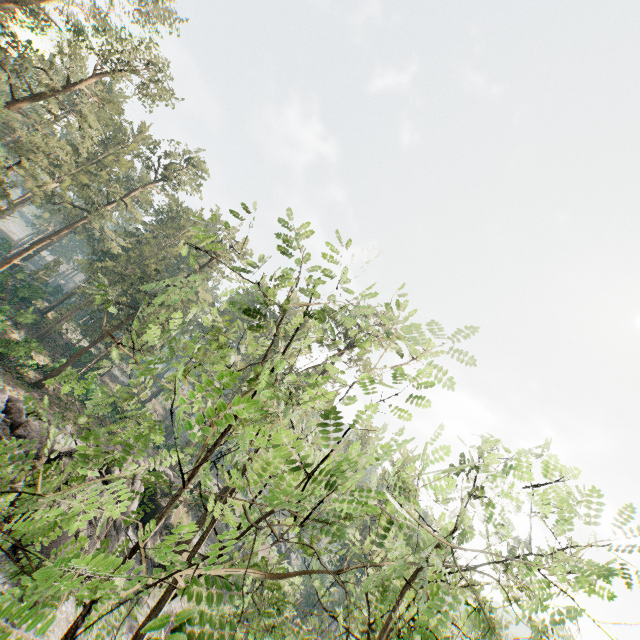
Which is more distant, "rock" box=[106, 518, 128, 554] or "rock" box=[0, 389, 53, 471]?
"rock" box=[106, 518, 128, 554]

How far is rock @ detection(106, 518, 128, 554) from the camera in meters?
22.8 m

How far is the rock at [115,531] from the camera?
22.8m

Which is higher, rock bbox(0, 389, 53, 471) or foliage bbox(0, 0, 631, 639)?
foliage bbox(0, 0, 631, 639)

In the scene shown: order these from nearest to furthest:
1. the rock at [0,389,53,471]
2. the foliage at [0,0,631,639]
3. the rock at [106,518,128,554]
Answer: the foliage at [0,0,631,639] < the rock at [0,389,53,471] < the rock at [106,518,128,554]

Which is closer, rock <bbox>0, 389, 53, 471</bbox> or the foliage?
the foliage

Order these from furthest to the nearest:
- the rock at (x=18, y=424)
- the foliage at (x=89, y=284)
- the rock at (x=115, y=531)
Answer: the rock at (x=115, y=531)
the rock at (x=18, y=424)
the foliage at (x=89, y=284)

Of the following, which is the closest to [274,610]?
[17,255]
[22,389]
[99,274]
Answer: [99,274]
